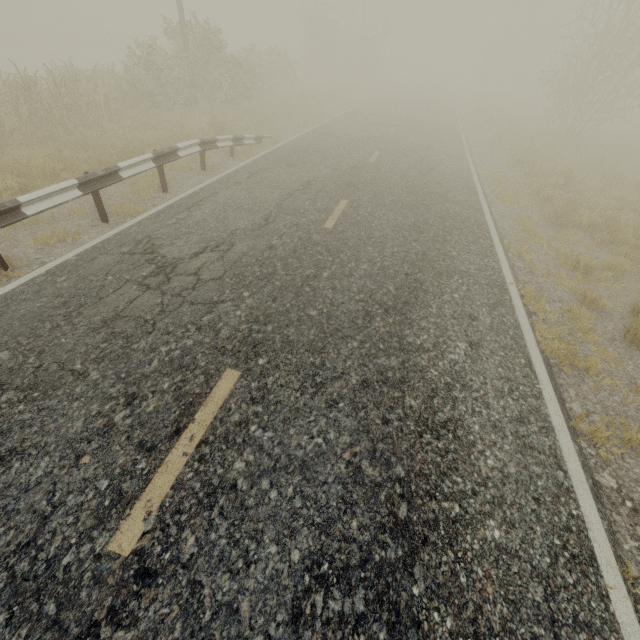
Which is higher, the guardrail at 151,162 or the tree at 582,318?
the guardrail at 151,162

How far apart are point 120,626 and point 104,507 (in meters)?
0.78

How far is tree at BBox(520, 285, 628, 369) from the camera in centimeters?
475cm

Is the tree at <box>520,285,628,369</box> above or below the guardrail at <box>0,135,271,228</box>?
below

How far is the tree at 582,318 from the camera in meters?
4.7 m
